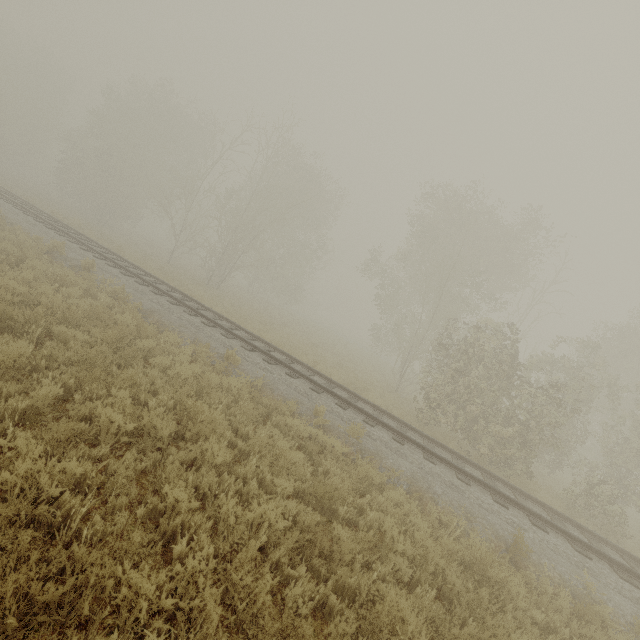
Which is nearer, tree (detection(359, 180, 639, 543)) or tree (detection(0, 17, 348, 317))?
tree (detection(359, 180, 639, 543))

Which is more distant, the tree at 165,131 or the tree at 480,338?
the tree at 165,131

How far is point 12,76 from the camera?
40.6m
